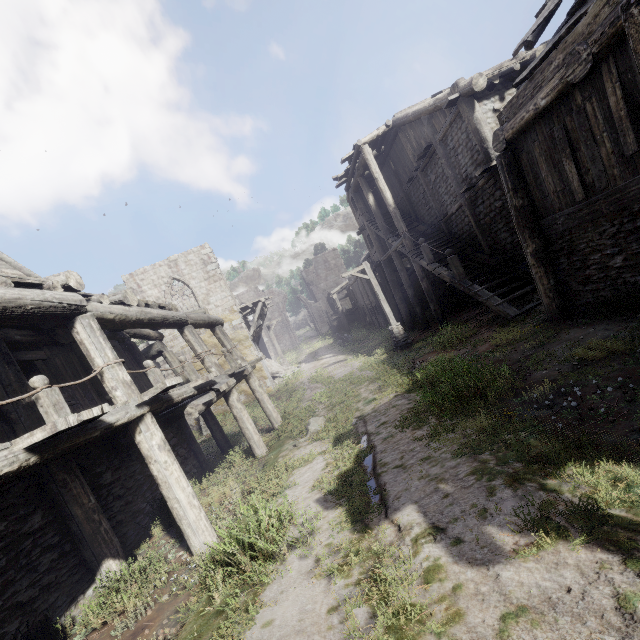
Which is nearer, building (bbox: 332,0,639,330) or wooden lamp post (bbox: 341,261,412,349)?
building (bbox: 332,0,639,330)

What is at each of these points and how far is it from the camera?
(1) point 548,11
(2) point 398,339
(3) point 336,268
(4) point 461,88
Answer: (1) wooden plank rubble, 6.93m
(2) wooden lamp post, 16.02m
(3) building, 47.59m
(4) building, 11.49m

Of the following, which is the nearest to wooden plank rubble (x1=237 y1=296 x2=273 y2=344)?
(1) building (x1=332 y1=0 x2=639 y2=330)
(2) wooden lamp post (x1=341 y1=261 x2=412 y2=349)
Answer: (1) building (x1=332 y1=0 x2=639 y2=330)

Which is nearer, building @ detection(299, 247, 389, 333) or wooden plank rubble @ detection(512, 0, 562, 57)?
wooden plank rubble @ detection(512, 0, 562, 57)

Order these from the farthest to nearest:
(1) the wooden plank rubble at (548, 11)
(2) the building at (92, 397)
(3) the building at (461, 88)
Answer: (1) the wooden plank rubble at (548, 11)
(3) the building at (461, 88)
(2) the building at (92, 397)

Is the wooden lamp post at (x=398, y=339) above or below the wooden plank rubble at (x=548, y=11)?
below

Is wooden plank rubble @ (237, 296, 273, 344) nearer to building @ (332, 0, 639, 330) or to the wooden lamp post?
building @ (332, 0, 639, 330)

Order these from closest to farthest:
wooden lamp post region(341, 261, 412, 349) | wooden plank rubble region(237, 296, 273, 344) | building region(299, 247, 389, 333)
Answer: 1. wooden lamp post region(341, 261, 412, 349)
2. wooden plank rubble region(237, 296, 273, 344)
3. building region(299, 247, 389, 333)
